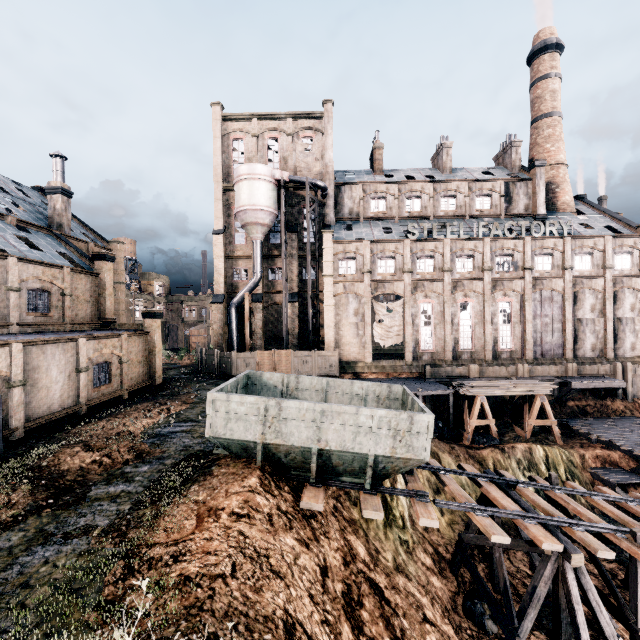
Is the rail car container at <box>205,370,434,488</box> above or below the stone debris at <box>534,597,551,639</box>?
above

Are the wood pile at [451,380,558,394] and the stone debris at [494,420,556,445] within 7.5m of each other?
yes

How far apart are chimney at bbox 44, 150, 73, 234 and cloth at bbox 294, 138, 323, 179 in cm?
2416

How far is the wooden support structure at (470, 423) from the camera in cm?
2675

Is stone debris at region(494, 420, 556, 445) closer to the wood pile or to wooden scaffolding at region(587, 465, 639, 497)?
wooden scaffolding at region(587, 465, 639, 497)

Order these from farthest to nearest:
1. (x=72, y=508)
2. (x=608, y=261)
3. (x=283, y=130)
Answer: (x=283, y=130)
(x=608, y=261)
(x=72, y=508)

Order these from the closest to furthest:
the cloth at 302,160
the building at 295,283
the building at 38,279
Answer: the building at 38,279 < the building at 295,283 < the cloth at 302,160

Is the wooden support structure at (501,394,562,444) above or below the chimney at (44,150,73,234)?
below
